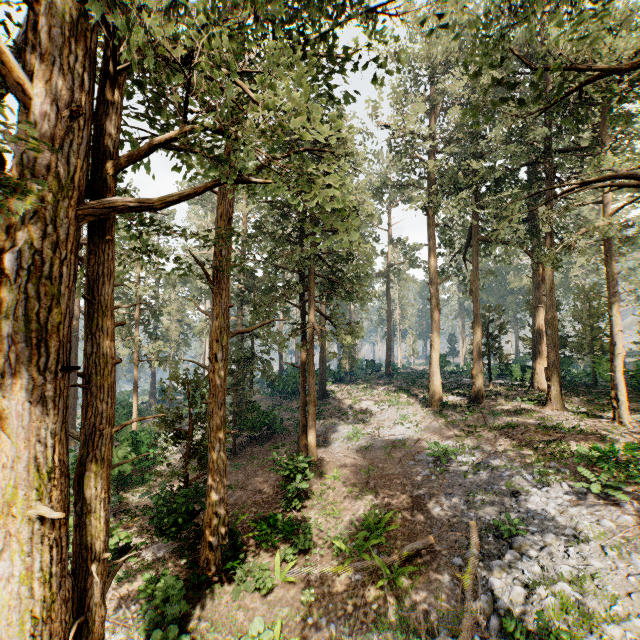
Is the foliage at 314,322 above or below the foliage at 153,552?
above

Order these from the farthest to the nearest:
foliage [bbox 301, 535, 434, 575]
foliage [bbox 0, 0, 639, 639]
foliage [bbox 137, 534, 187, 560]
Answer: foliage [bbox 137, 534, 187, 560] < foliage [bbox 301, 535, 434, 575] < foliage [bbox 0, 0, 639, 639]

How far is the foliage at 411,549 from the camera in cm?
999

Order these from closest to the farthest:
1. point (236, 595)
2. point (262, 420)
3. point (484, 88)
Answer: point (484, 88) → point (236, 595) → point (262, 420)

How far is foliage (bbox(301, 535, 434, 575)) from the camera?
A: 10.0m

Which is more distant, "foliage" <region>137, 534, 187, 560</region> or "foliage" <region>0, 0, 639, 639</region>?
A: "foliage" <region>137, 534, 187, 560</region>
